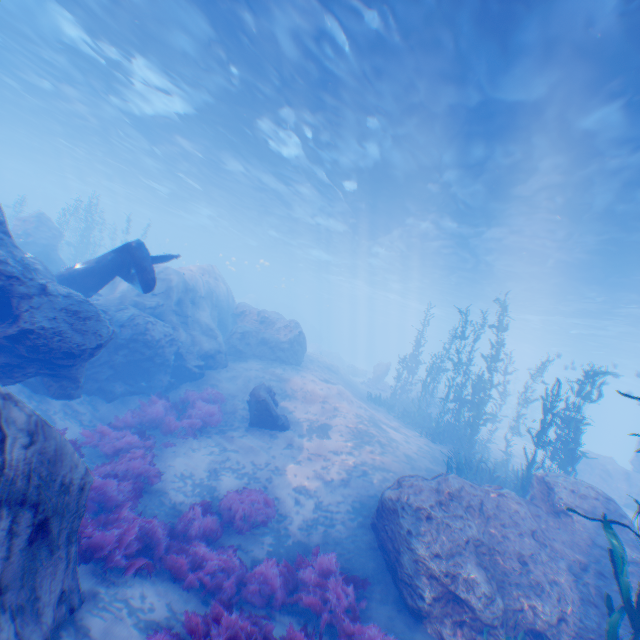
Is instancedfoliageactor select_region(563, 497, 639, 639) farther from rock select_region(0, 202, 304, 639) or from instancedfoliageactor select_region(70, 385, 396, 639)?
instancedfoliageactor select_region(70, 385, 396, 639)

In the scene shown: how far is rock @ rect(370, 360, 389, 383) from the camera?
29.91m

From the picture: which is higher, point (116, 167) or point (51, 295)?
point (116, 167)

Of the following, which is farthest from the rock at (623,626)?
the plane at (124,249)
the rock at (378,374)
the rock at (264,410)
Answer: the rock at (378,374)

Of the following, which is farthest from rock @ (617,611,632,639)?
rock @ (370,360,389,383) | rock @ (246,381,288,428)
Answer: rock @ (370,360,389,383)

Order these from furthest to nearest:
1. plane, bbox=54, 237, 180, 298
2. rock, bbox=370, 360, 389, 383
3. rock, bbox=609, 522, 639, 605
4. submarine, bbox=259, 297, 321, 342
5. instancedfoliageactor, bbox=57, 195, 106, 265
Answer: submarine, bbox=259, 297, 321, 342 < rock, bbox=370, 360, 389, 383 < instancedfoliageactor, bbox=57, 195, 106, 265 < plane, bbox=54, 237, 180, 298 < rock, bbox=609, 522, 639, 605

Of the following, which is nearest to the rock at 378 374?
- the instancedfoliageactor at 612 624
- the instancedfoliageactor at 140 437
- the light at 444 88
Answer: the light at 444 88

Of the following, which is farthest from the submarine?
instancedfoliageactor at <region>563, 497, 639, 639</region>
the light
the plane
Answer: instancedfoliageactor at <region>563, 497, 639, 639</region>
